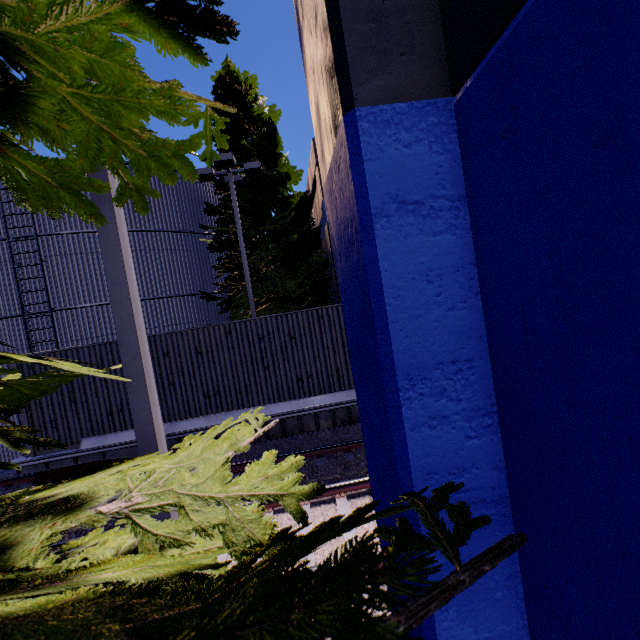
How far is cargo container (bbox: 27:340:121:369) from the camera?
8.3m

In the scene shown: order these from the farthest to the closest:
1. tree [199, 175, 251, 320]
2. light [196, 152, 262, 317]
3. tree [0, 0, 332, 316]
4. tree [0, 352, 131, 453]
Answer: tree [199, 175, 251, 320] < light [196, 152, 262, 317] < tree [0, 352, 131, 453] < tree [0, 0, 332, 316]

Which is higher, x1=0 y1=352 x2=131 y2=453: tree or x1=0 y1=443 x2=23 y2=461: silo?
x1=0 y1=352 x2=131 y2=453: tree

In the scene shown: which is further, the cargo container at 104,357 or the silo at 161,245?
the silo at 161,245

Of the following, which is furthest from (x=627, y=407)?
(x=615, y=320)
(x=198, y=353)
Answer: (x=198, y=353)

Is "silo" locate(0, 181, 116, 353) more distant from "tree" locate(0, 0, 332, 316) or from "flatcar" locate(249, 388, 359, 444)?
"flatcar" locate(249, 388, 359, 444)

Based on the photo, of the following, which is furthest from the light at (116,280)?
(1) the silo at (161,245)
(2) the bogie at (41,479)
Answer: (2) the bogie at (41,479)
